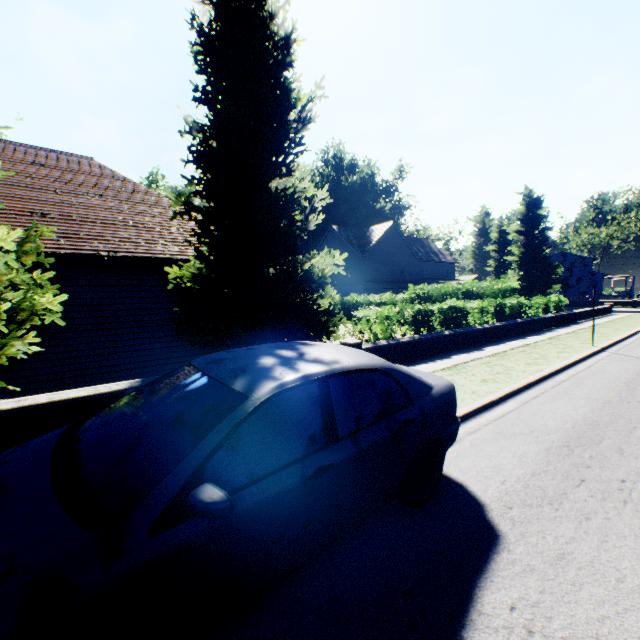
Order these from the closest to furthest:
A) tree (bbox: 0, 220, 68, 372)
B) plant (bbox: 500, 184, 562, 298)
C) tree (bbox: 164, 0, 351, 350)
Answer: tree (bbox: 0, 220, 68, 372), tree (bbox: 164, 0, 351, 350), plant (bbox: 500, 184, 562, 298)

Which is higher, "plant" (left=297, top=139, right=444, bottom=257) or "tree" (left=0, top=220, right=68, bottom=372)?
"plant" (left=297, top=139, right=444, bottom=257)

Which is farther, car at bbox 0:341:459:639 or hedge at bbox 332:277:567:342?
hedge at bbox 332:277:567:342

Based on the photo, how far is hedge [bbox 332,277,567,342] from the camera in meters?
10.8 m

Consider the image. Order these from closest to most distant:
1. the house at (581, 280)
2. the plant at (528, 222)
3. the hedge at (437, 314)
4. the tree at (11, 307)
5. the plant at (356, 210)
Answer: the tree at (11, 307) < the hedge at (437, 314) < the plant at (528, 222) < the plant at (356, 210) < the house at (581, 280)

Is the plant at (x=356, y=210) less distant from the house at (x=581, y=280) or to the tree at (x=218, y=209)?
the house at (x=581, y=280)

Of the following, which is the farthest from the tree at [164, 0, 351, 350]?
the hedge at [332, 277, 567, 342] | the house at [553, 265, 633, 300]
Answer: the house at [553, 265, 633, 300]

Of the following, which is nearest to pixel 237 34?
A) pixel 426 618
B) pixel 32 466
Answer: pixel 32 466
